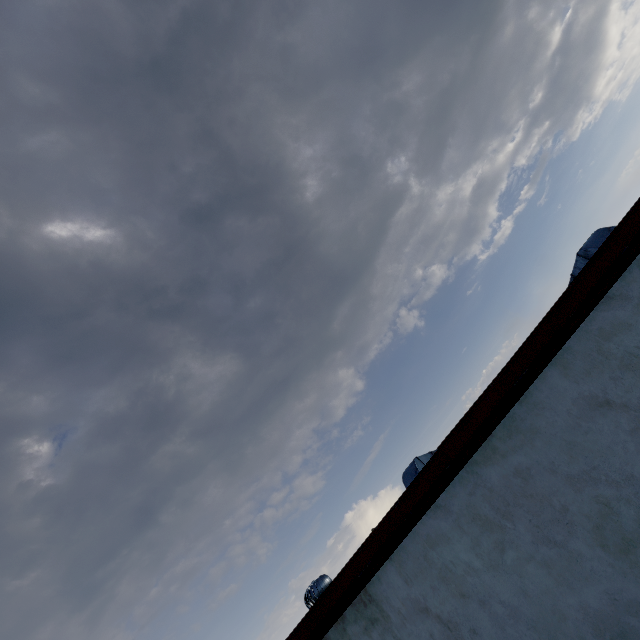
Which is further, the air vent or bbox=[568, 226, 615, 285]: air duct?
the air vent

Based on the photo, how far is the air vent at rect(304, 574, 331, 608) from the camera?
5.8m

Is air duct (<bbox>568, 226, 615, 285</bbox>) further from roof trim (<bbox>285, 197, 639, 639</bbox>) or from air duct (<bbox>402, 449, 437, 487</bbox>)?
air duct (<bbox>402, 449, 437, 487</bbox>)

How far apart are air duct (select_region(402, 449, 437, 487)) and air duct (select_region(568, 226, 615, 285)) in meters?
4.5

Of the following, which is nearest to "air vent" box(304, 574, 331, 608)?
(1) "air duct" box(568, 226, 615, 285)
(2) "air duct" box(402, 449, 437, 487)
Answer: (2) "air duct" box(402, 449, 437, 487)

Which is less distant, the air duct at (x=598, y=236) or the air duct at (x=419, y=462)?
the air duct at (x=598, y=236)

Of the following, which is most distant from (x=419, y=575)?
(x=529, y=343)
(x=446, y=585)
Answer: (x=529, y=343)

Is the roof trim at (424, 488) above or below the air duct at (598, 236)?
below
